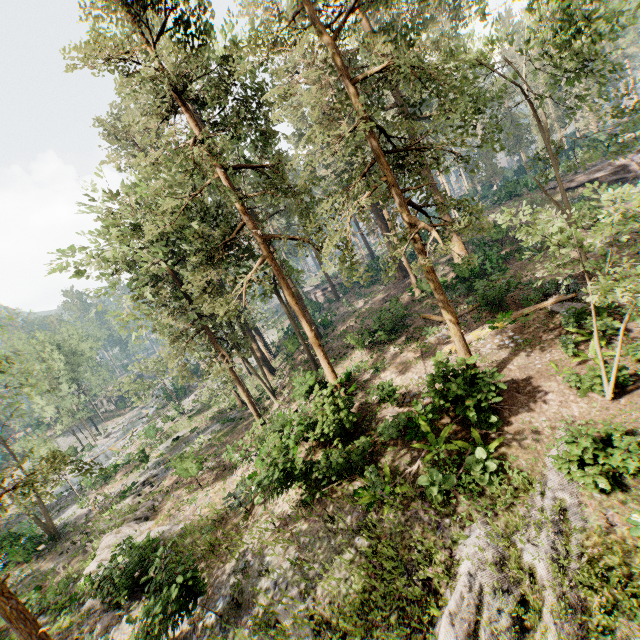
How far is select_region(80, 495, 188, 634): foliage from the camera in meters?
14.4 m

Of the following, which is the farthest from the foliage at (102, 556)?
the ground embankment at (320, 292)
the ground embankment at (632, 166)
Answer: the ground embankment at (632, 166)

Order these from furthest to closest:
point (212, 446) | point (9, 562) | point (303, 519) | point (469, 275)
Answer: point (212, 446) < point (9, 562) < point (469, 275) < point (303, 519)

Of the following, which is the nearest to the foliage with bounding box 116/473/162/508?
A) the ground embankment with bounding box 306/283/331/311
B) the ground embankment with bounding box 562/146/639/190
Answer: the ground embankment with bounding box 306/283/331/311

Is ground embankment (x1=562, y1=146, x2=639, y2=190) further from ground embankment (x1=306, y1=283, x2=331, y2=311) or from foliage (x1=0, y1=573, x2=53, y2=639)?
ground embankment (x1=306, y1=283, x2=331, y2=311)

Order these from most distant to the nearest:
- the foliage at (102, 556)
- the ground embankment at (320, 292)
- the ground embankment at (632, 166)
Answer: the ground embankment at (320, 292) < the ground embankment at (632, 166) < the foliage at (102, 556)
